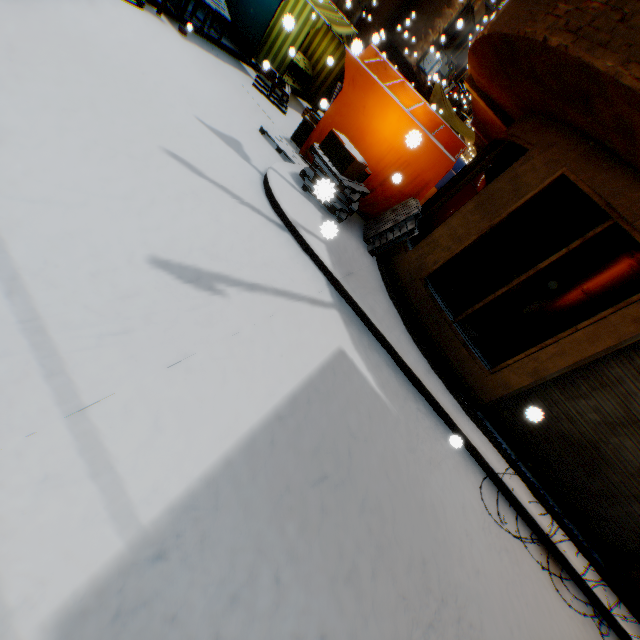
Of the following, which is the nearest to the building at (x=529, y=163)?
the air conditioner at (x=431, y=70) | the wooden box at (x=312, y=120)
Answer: the air conditioner at (x=431, y=70)

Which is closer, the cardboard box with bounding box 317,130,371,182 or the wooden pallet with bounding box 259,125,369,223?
the wooden pallet with bounding box 259,125,369,223

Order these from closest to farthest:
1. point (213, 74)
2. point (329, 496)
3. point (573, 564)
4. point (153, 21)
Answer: point (329, 496), point (573, 564), point (153, 21), point (213, 74)

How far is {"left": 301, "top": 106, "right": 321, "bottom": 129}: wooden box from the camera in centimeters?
734cm

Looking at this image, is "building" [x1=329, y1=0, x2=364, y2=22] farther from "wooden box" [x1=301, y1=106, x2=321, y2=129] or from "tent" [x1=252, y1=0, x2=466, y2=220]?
"wooden box" [x1=301, y1=106, x2=321, y2=129]

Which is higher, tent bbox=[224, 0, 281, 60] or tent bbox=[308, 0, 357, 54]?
tent bbox=[308, 0, 357, 54]

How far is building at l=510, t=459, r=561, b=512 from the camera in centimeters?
494cm
